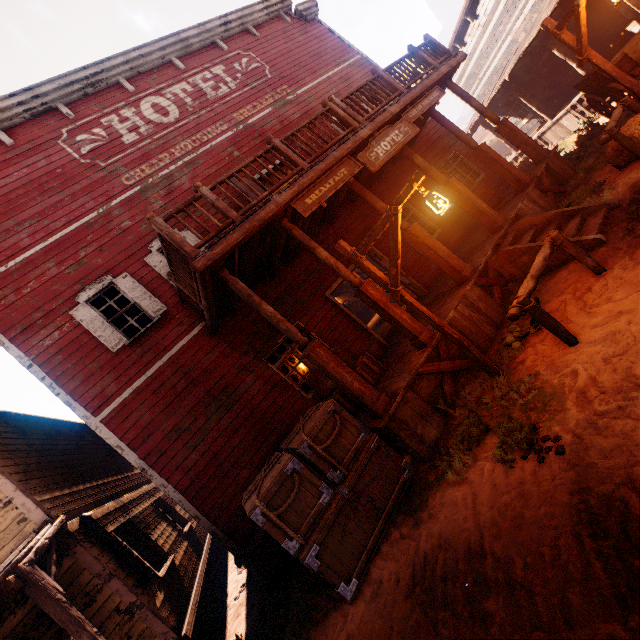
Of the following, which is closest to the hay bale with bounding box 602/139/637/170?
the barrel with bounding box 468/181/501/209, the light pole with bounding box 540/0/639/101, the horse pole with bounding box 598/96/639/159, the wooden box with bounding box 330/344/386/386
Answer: the horse pole with bounding box 598/96/639/159

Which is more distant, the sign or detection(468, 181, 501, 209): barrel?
detection(468, 181, 501, 209): barrel

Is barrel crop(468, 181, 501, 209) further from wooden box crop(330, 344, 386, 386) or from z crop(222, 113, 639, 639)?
wooden box crop(330, 344, 386, 386)

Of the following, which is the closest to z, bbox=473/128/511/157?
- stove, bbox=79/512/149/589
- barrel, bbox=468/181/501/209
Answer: barrel, bbox=468/181/501/209

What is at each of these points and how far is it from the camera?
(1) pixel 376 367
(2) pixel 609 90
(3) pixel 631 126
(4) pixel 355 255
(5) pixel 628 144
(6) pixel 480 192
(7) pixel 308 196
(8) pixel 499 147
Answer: (1) wooden box, 7.2 meters
(2) carraige, 8.4 meters
(3) hay bale, 6.7 meters
(4) light pole, 5.2 meters
(5) horse pole, 6.3 meters
(6) barrel, 10.3 meters
(7) sign, 6.0 meters
(8) z, 35.7 meters

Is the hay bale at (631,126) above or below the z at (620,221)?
above

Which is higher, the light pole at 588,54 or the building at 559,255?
the light pole at 588,54

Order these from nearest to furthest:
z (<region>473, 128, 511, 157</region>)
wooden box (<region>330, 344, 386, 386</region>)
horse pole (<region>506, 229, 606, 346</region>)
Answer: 1. horse pole (<region>506, 229, 606, 346</region>)
2. wooden box (<region>330, 344, 386, 386</region>)
3. z (<region>473, 128, 511, 157</region>)
